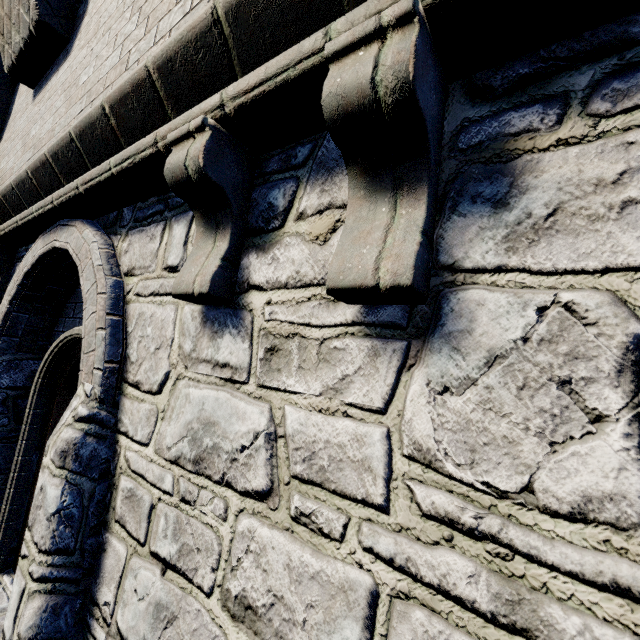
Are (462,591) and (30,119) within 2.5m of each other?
no
